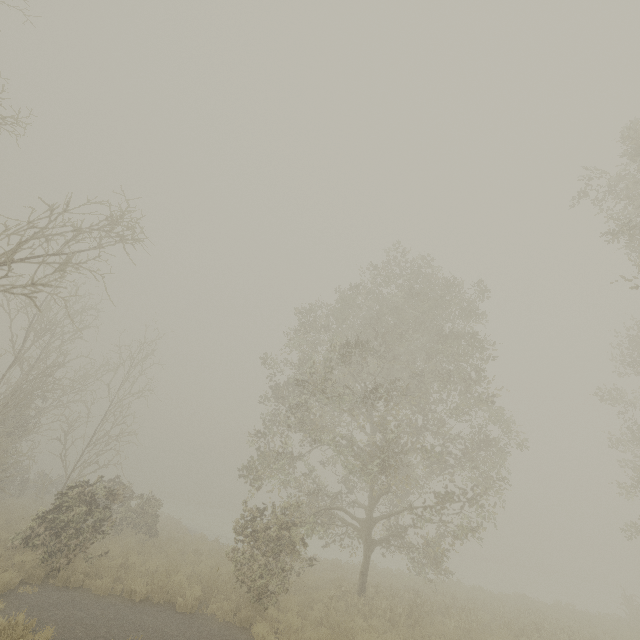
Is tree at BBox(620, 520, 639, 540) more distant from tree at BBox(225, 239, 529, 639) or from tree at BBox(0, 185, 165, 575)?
tree at BBox(0, 185, 165, 575)

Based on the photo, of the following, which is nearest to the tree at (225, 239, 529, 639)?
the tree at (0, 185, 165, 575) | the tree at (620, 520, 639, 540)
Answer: the tree at (0, 185, 165, 575)

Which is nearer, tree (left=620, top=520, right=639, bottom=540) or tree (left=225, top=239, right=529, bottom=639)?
tree (left=225, top=239, right=529, bottom=639)

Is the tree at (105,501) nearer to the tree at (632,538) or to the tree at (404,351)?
the tree at (404,351)

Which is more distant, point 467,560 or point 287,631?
point 467,560

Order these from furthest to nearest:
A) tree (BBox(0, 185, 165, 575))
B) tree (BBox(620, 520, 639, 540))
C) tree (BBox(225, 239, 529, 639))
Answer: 1. tree (BBox(620, 520, 639, 540))
2. tree (BBox(225, 239, 529, 639))
3. tree (BBox(0, 185, 165, 575))

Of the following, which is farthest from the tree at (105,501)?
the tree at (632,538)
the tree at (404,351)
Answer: the tree at (632,538)
